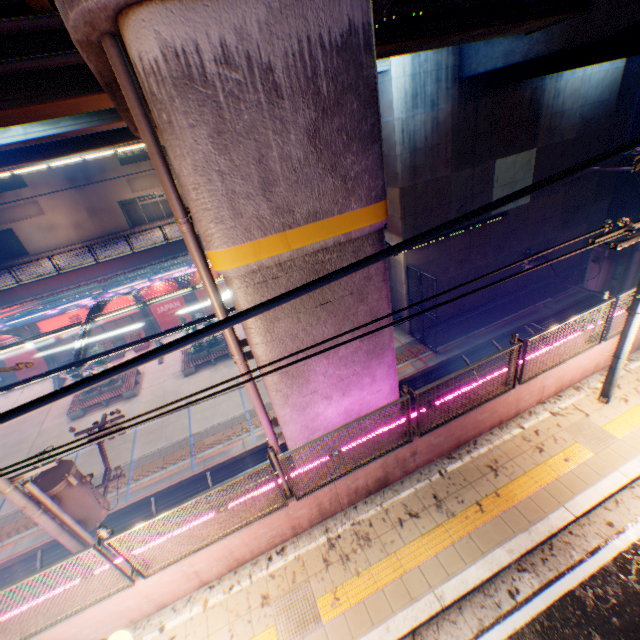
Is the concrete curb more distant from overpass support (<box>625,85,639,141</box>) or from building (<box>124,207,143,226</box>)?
building (<box>124,207,143,226</box>)

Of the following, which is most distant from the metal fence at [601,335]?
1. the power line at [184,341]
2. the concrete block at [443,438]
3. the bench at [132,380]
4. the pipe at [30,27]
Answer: the bench at [132,380]

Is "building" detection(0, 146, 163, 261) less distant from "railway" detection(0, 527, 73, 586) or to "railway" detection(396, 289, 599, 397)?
"railway" detection(396, 289, 599, 397)

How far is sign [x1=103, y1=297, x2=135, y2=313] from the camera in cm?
2411

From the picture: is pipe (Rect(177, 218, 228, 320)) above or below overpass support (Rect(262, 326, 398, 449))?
above

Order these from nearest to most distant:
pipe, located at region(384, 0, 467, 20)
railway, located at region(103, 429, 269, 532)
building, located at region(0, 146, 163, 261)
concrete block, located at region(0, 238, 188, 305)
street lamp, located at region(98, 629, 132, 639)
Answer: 1. street lamp, located at region(98, 629, 132, 639)
2. pipe, located at region(384, 0, 467, 20)
3. railway, located at region(103, 429, 269, 532)
4. concrete block, located at region(0, 238, 188, 305)
5. building, located at region(0, 146, 163, 261)

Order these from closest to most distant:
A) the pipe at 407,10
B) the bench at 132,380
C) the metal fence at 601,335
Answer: the metal fence at 601,335, the pipe at 407,10, the bench at 132,380

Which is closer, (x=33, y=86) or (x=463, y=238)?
(x=33, y=86)
